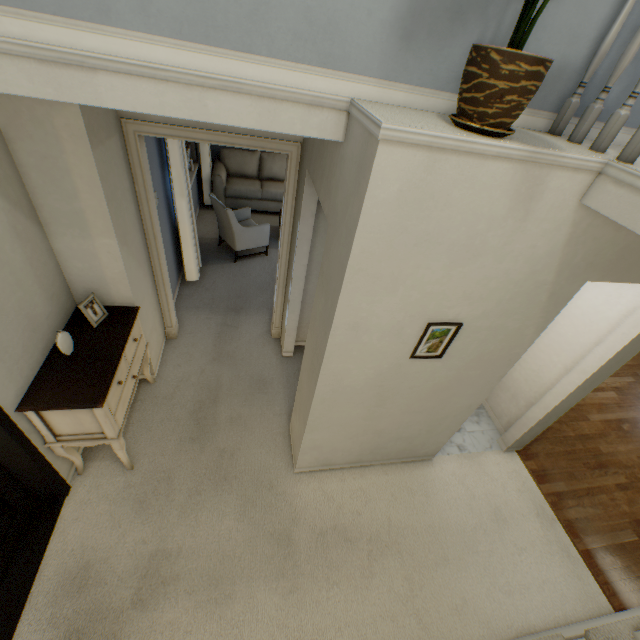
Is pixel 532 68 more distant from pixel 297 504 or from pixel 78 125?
pixel 297 504

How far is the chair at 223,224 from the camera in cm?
457

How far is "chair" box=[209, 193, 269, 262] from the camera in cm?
457

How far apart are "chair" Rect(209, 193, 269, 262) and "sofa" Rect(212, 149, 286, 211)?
1.0 meters

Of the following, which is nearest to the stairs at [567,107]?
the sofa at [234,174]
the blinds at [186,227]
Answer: the blinds at [186,227]

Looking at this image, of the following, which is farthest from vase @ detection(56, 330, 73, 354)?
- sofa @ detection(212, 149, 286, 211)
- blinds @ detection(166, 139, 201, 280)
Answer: sofa @ detection(212, 149, 286, 211)

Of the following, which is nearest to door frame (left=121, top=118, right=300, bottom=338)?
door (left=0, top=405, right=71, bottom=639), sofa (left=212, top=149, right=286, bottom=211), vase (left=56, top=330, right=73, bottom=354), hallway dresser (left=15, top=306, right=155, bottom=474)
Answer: hallway dresser (left=15, top=306, right=155, bottom=474)

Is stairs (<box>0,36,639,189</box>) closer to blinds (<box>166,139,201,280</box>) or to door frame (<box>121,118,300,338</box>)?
door frame (<box>121,118,300,338</box>)
